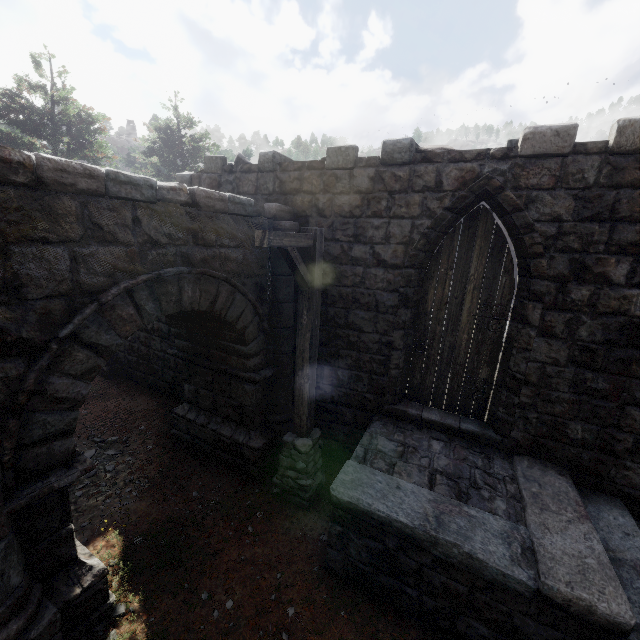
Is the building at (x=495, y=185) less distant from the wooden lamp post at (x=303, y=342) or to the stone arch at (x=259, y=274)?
the stone arch at (x=259, y=274)

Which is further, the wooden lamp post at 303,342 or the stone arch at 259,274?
the wooden lamp post at 303,342

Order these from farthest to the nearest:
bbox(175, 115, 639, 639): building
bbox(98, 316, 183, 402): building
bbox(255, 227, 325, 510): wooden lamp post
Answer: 1. bbox(98, 316, 183, 402): building
2. bbox(255, 227, 325, 510): wooden lamp post
3. bbox(175, 115, 639, 639): building

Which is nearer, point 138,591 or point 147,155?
point 138,591

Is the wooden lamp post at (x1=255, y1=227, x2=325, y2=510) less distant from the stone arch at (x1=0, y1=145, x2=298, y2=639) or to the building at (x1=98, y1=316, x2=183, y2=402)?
the stone arch at (x1=0, y1=145, x2=298, y2=639)

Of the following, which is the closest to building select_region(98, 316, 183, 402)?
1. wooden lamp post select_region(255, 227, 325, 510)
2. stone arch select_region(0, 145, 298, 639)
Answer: stone arch select_region(0, 145, 298, 639)

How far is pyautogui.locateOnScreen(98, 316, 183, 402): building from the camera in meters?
8.5 m
